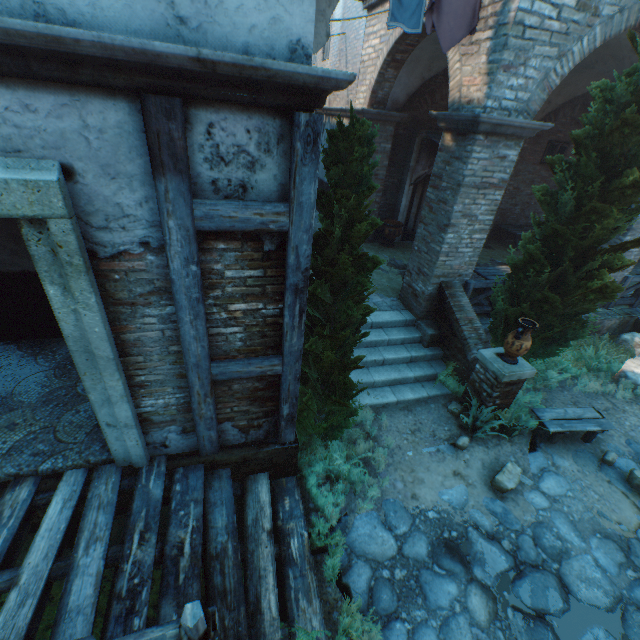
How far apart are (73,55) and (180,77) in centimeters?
56cm

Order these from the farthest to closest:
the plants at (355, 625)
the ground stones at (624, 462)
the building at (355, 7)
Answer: the building at (355, 7) → the ground stones at (624, 462) → the plants at (355, 625)

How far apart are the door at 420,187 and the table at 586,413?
7.8m

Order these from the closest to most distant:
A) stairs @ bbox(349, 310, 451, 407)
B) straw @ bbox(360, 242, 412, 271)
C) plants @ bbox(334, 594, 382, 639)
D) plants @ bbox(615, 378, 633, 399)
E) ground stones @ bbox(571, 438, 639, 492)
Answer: plants @ bbox(334, 594, 382, 639)
ground stones @ bbox(571, 438, 639, 492)
stairs @ bbox(349, 310, 451, 407)
plants @ bbox(615, 378, 633, 399)
straw @ bbox(360, 242, 412, 271)

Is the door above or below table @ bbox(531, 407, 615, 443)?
above

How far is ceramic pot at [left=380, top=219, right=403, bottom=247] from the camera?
10.9m

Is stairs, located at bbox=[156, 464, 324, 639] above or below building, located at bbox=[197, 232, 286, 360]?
below

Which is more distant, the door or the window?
the window
